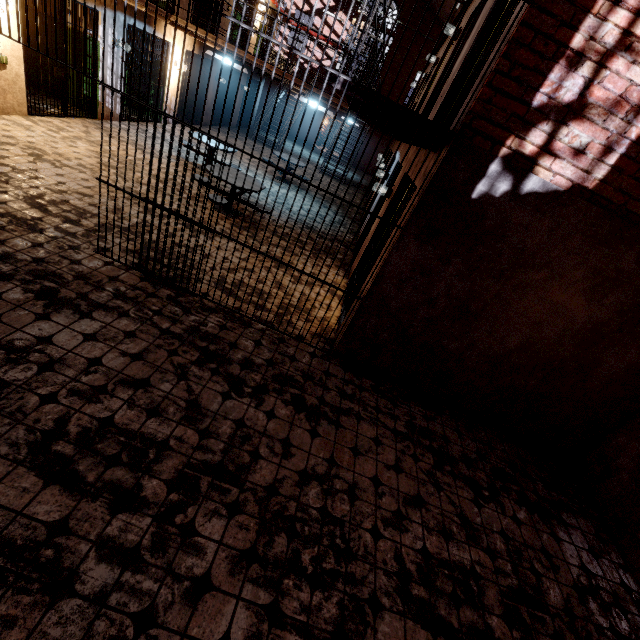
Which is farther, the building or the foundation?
the building

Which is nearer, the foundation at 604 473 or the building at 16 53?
the foundation at 604 473

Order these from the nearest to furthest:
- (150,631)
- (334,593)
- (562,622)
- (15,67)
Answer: (150,631) → (334,593) → (562,622) → (15,67)
